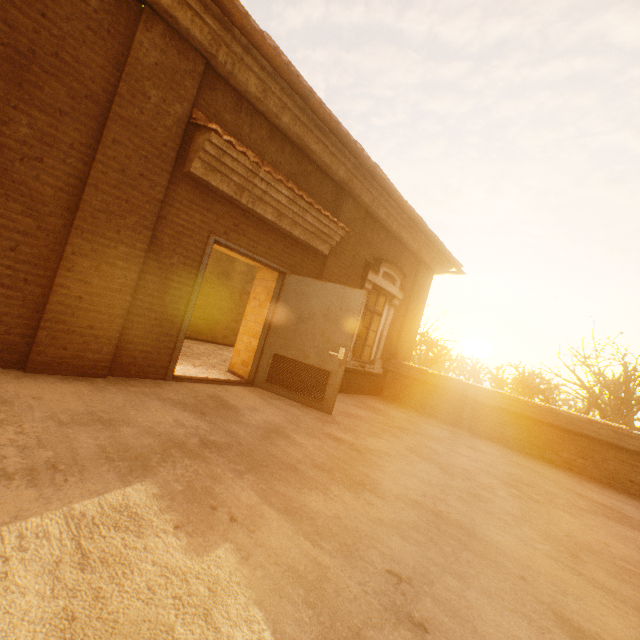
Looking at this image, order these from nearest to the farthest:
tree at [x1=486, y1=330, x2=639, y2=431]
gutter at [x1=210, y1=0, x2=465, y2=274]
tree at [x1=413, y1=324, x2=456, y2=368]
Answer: gutter at [x1=210, y1=0, x2=465, y2=274] < tree at [x1=486, y1=330, x2=639, y2=431] < tree at [x1=413, y1=324, x2=456, y2=368]

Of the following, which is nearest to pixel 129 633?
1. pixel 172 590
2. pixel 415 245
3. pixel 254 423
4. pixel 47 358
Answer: pixel 172 590

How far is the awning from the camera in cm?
411

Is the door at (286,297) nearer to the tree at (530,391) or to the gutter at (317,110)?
the gutter at (317,110)

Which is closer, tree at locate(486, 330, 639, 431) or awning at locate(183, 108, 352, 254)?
awning at locate(183, 108, 352, 254)

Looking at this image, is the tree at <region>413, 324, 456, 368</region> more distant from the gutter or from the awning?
the awning

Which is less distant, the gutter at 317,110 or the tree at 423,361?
the gutter at 317,110
